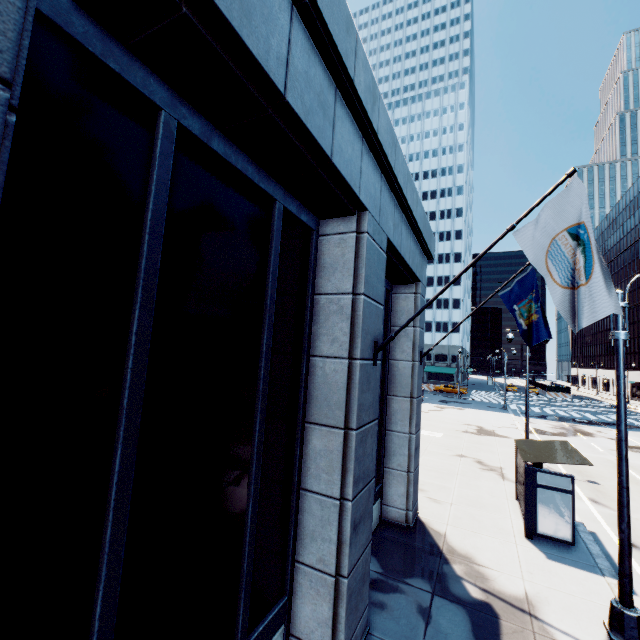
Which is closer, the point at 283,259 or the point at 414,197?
→ the point at 283,259

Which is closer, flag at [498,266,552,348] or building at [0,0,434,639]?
building at [0,0,434,639]

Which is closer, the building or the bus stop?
the building

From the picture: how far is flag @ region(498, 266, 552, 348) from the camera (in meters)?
9.42

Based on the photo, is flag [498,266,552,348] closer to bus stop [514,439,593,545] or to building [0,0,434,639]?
building [0,0,434,639]

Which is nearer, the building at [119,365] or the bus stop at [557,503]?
the building at [119,365]

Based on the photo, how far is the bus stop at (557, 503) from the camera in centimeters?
944cm
